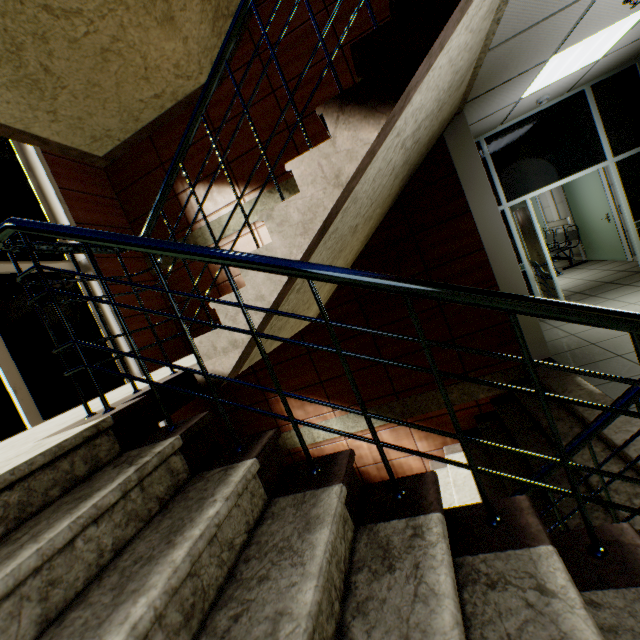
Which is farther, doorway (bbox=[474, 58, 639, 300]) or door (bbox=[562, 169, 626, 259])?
door (bbox=[562, 169, 626, 259])

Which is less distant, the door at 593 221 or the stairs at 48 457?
the stairs at 48 457

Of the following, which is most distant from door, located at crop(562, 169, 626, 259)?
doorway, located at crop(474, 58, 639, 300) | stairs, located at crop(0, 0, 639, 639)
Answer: stairs, located at crop(0, 0, 639, 639)

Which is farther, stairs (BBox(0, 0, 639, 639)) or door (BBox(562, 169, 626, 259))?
door (BBox(562, 169, 626, 259))

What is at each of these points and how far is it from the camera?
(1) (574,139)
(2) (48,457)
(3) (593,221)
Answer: (1) doorway, 5.2 meters
(2) stairs, 1.1 meters
(3) door, 7.3 meters

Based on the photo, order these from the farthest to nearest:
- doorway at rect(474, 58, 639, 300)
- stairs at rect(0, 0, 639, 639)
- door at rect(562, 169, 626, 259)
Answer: door at rect(562, 169, 626, 259) → doorway at rect(474, 58, 639, 300) → stairs at rect(0, 0, 639, 639)

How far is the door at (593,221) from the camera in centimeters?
675cm

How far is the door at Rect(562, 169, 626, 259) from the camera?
6.8m
